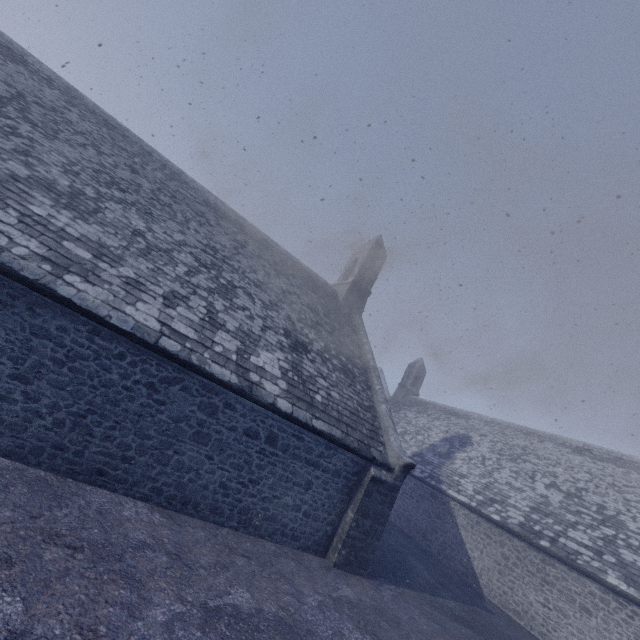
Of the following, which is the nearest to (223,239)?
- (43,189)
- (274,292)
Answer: (274,292)
